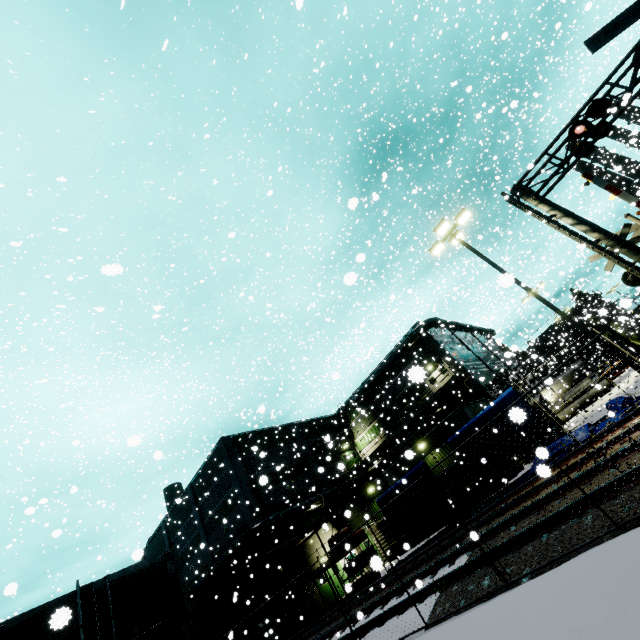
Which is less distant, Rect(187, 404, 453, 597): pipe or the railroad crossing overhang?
the railroad crossing overhang

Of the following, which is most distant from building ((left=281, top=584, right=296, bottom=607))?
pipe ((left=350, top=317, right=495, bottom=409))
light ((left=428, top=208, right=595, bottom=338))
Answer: light ((left=428, top=208, right=595, bottom=338))

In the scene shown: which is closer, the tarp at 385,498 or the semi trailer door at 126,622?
the semi trailer door at 126,622

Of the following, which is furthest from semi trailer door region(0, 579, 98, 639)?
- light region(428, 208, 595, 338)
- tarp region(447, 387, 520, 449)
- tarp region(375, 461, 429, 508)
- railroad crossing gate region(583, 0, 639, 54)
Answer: light region(428, 208, 595, 338)

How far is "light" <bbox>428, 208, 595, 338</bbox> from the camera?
11.9m

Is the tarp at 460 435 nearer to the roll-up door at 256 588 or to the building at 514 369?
the building at 514 369

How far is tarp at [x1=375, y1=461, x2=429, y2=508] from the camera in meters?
16.1 m

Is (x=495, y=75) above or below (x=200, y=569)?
above
